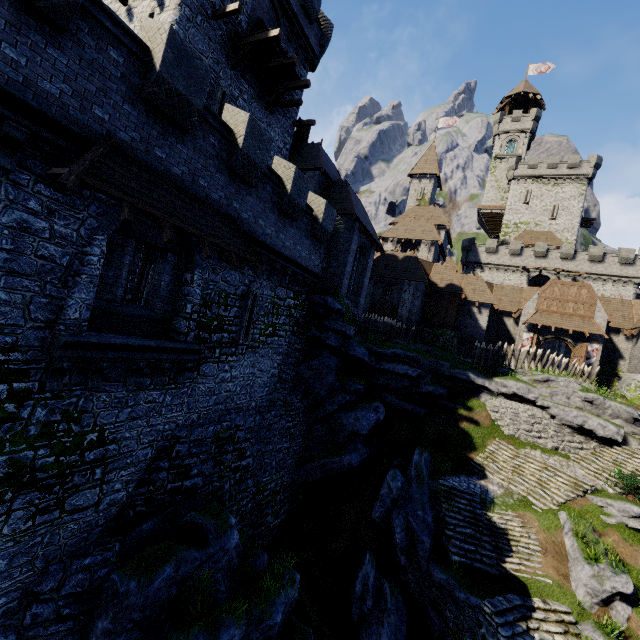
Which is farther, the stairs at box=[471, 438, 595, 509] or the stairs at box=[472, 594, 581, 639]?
the stairs at box=[471, 438, 595, 509]

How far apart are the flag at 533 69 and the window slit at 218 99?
65.5m

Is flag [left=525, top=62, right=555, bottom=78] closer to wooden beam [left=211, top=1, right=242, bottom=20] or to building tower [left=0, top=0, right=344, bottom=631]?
building tower [left=0, top=0, right=344, bottom=631]

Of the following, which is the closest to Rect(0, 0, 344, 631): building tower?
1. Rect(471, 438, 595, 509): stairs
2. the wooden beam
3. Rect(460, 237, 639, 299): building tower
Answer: the wooden beam

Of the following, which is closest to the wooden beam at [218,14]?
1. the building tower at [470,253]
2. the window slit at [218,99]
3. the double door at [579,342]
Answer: the window slit at [218,99]

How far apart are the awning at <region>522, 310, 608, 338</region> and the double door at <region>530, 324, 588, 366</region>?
0.5m

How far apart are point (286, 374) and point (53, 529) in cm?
1032

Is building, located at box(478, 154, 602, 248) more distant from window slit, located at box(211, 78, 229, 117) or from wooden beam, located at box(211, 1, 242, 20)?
wooden beam, located at box(211, 1, 242, 20)
